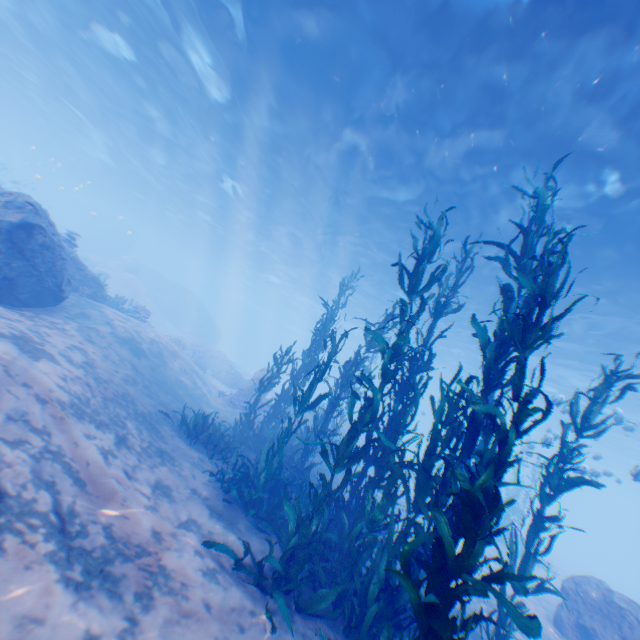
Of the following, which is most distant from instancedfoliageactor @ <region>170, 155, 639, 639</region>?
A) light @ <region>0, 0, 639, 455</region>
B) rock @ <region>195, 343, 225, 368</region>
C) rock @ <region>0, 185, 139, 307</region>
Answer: rock @ <region>195, 343, 225, 368</region>

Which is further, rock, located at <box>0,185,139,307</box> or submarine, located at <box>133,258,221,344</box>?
submarine, located at <box>133,258,221,344</box>

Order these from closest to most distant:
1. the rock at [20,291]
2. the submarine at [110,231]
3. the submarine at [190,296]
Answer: the rock at [20,291] < the submarine at [190,296] < the submarine at [110,231]

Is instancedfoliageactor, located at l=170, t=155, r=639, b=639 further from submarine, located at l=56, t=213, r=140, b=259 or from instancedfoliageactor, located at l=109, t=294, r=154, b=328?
submarine, located at l=56, t=213, r=140, b=259

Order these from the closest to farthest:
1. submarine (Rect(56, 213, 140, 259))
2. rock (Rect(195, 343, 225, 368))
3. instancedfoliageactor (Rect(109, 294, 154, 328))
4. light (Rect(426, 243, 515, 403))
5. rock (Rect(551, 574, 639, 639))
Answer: rock (Rect(551, 574, 639, 639)), light (Rect(426, 243, 515, 403)), instancedfoliageactor (Rect(109, 294, 154, 328)), rock (Rect(195, 343, 225, 368)), submarine (Rect(56, 213, 140, 259))

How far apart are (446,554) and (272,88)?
16.0 meters

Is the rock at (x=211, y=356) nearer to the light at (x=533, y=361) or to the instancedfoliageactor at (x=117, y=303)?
the instancedfoliageactor at (x=117, y=303)

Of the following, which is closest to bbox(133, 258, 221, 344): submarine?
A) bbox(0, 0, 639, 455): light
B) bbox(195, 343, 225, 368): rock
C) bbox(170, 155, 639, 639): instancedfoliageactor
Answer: bbox(0, 0, 639, 455): light
